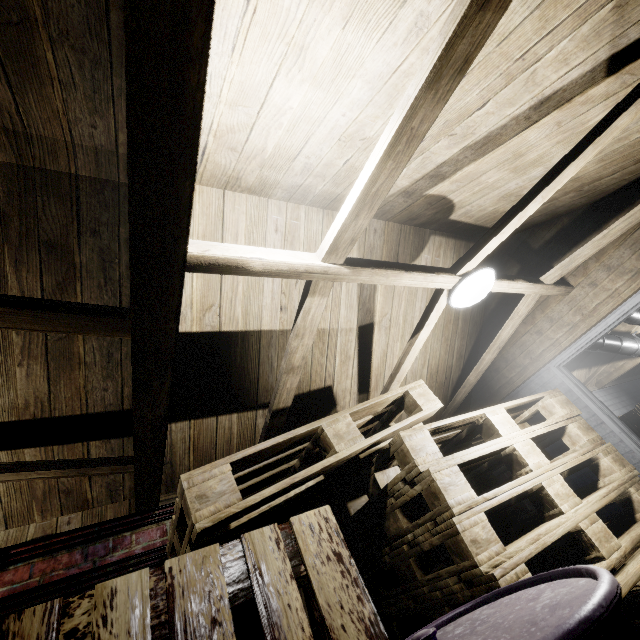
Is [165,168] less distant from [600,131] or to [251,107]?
[251,107]

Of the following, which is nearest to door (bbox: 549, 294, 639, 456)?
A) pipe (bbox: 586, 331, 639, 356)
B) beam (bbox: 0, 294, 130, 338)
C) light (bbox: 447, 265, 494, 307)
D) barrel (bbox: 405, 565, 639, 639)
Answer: pipe (bbox: 586, 331, 639, 356)

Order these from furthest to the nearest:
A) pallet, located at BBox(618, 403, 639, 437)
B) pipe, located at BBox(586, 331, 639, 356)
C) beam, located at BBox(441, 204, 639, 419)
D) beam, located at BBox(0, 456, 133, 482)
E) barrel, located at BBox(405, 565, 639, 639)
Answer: pallet, located at BBox(618, 403, 639, 437), pipe, located at BBox(586, 331, 639, 356), beam, located at BBox(441, 204, 639, 419), beam, located at BBox(0, 456, 133, 482), barrel, located at BBox(405, 565, 639, 639)

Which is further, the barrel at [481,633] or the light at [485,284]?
the light at [485,284]

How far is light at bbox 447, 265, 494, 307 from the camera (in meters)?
1.91

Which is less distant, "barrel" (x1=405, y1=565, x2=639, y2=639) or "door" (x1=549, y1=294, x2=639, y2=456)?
"barrel" (x1=405, y1=565, x2=639, y2=639)

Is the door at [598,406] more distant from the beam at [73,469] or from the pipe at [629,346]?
the beam at [73,469]

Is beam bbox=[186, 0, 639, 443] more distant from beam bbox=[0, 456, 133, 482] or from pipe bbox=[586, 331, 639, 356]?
pipe bbox=[586, 331, 639, 356]
